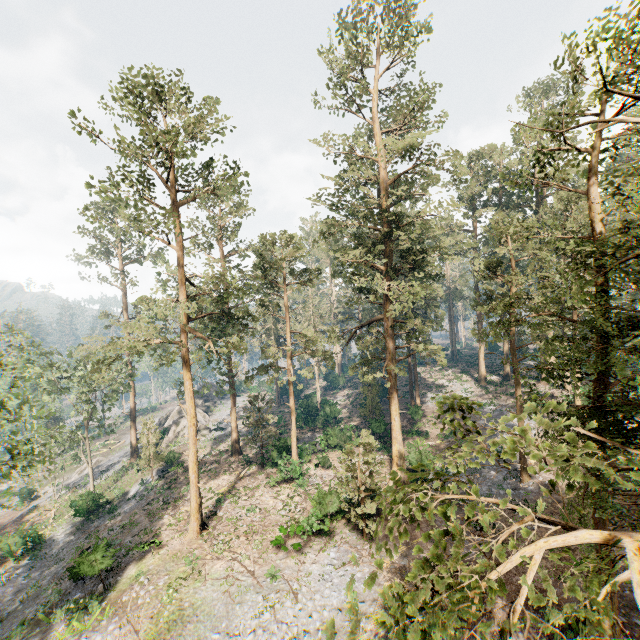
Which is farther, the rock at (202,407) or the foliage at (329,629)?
the rock at (202,407)

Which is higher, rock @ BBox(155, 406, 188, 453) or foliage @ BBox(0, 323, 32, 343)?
foliage @ BBox(0, 323, 32, 343)

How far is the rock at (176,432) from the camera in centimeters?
4238cm

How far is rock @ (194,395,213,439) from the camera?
43.6 meters

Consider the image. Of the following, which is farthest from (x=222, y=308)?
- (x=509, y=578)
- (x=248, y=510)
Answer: (x=509, y=578)

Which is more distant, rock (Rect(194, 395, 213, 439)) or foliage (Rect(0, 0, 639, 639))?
rock (Rect(194, 395, 213, 439))

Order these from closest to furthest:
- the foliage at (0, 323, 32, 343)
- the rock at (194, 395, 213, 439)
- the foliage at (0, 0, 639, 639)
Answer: the foliage at (0, 0, 639, 639) < the foliage at (0, 323, 32, 343) < the rock at (194, 395, 213, 439)
